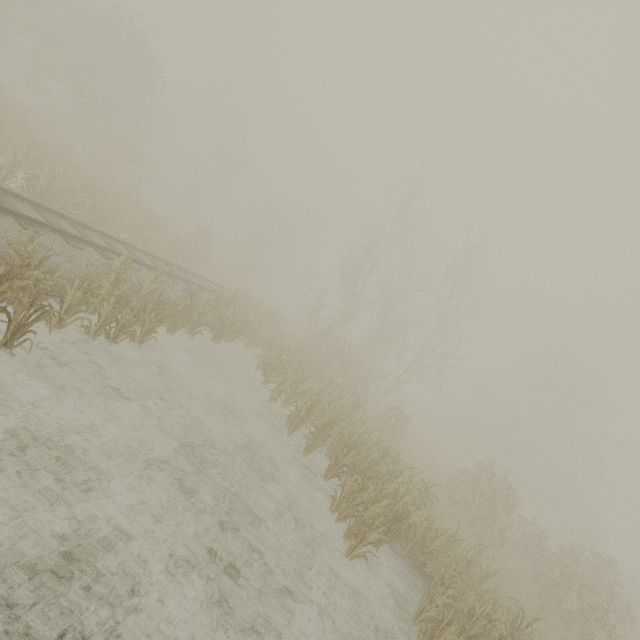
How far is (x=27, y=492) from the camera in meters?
4.3 m
